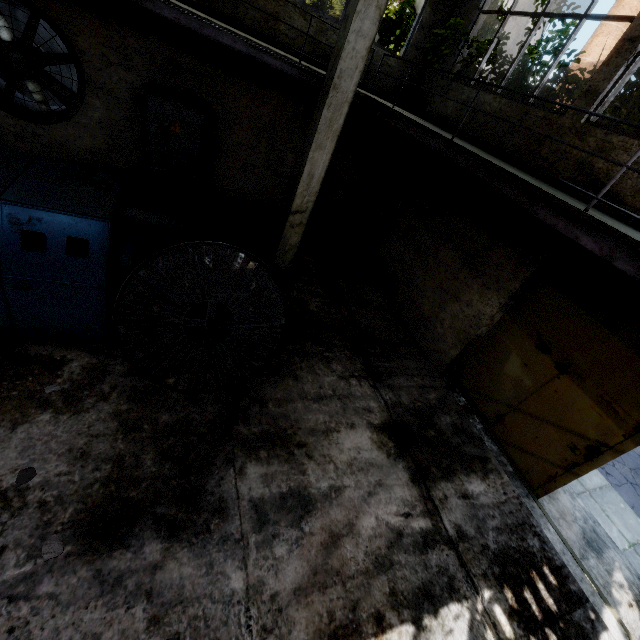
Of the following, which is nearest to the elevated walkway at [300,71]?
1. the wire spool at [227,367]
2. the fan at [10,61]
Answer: the fan at [10,61]

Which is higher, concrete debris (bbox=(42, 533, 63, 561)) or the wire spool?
the wire spool

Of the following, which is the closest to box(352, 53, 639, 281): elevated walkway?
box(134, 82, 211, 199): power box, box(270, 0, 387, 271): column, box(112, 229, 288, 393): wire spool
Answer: box(270, 0, 387, 271): column

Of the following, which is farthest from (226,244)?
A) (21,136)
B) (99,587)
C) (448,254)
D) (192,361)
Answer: (21,136)

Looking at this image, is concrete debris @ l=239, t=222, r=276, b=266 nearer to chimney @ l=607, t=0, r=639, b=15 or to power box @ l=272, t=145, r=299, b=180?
power box @ l=272, t=145, r=299, b=180

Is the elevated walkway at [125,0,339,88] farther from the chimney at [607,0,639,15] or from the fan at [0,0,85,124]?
the chimney at [607,0,639,15]

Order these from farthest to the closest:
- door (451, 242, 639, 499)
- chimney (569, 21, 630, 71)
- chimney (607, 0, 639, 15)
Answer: chimney (569, 21, 630, 71), chimney (607, 0, 639, 15), door (451, 242, 639, 499)

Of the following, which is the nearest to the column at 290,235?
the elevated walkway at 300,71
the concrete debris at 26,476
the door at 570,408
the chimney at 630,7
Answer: the elevated walkway at 300,71
